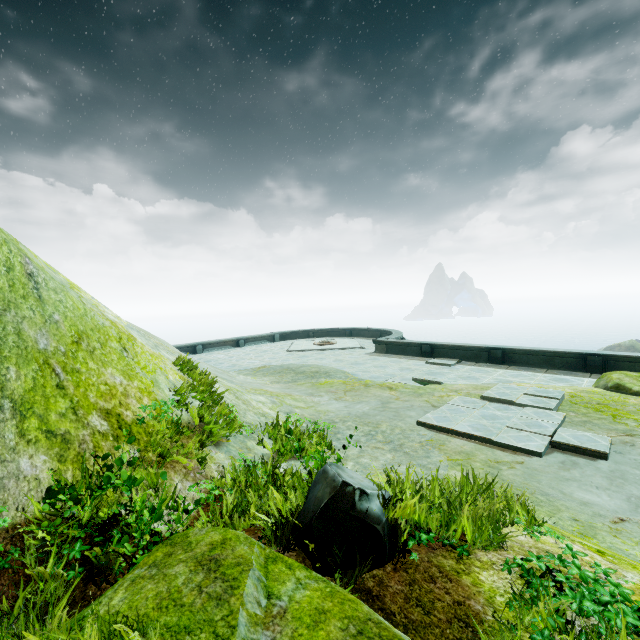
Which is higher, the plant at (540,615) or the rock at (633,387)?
the plant at (540,615)

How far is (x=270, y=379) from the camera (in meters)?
12.75

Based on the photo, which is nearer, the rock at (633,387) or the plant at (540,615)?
the plant at (540,615)

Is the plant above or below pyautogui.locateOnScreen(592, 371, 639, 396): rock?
above

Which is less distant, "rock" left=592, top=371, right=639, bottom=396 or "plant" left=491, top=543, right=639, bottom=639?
"plant" left=491, top=543, right=639, bottom=639

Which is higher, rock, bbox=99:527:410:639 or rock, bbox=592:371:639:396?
rock, bbox=99:527:410:639

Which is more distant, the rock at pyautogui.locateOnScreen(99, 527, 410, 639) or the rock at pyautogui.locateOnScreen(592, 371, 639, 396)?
the rock at pyautogui.locateOnScreen(592, 371, 639, 396)
